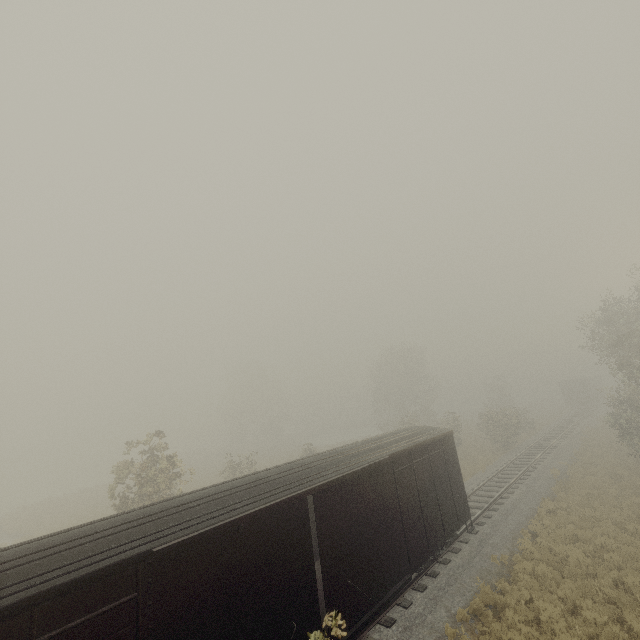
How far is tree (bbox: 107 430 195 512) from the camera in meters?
16.1

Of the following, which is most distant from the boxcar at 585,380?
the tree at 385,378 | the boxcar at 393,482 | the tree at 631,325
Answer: the boxcar at 393,482

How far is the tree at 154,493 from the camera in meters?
16.1 m

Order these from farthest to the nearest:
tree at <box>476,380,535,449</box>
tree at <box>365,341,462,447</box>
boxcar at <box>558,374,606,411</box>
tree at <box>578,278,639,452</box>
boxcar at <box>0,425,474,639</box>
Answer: boxcar at <box>558,374,606,411</box> → tree at <box>365,341,462,447</box> → tree at <box>476,380,535,449</box> → tree at <box>578,278,639,452</box> → boxcar at <box>0,425,474,639</box>

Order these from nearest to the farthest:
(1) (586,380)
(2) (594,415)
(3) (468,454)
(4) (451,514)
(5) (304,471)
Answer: (5) (304,471) < (4) (451,514) < (3) (468,454) < (2) (594,415) < (1) (586,380)

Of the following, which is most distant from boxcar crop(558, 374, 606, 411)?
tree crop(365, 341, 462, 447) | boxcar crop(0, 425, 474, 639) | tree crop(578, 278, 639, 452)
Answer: boxcar crop(0, 425, 474, 639)

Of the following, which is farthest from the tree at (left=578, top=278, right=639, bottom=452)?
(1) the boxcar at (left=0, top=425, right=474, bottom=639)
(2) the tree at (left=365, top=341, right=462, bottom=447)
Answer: (2) the tree at (left=365, top=341, right=462, bottom=447)
